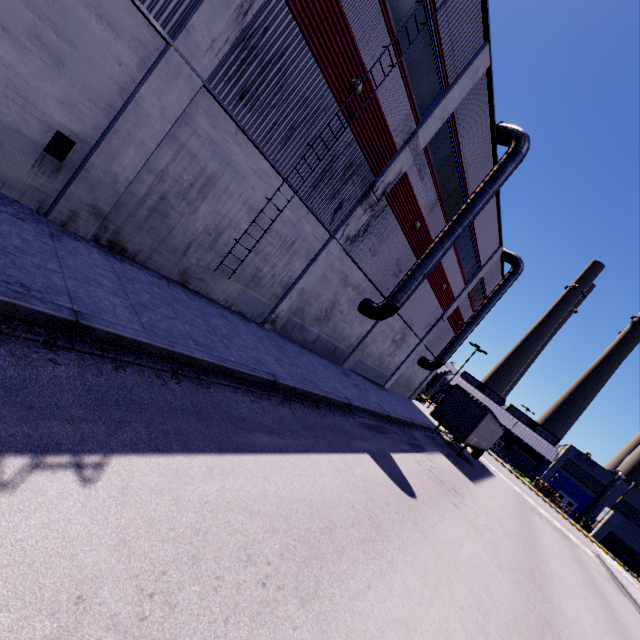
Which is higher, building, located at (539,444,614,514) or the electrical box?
building, located at (539,444,614,514)

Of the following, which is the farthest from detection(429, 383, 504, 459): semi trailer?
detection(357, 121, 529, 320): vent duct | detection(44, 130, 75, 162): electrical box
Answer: detection(44, 130, 75, 162): electrical box

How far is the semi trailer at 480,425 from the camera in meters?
20.4

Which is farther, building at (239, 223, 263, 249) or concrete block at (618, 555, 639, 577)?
concrete block at (618, 555, 639, 577)

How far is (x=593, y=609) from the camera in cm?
1267

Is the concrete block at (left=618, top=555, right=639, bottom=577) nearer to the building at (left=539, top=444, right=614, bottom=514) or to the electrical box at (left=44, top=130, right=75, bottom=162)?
the building at (left=539, top=444, right=614, bottom=514)

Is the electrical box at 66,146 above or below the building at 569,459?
below

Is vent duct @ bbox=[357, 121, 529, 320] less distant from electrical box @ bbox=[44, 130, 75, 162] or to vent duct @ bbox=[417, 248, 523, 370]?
electrical box @ bbox=[44, 130, 75, 162]
